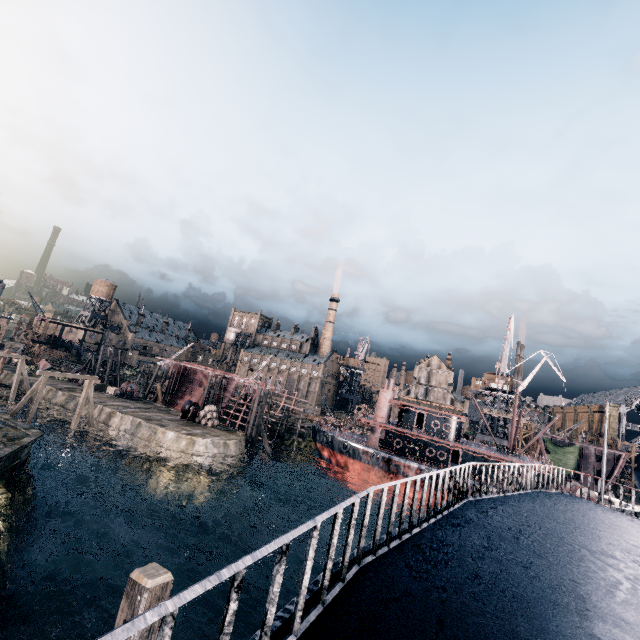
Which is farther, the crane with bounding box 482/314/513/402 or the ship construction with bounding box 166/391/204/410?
the ship construction with bounding box 166/391/204/410

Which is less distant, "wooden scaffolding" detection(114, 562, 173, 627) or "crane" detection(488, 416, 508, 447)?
"wooden scaffolding" detection(114, 562, 173, 627)

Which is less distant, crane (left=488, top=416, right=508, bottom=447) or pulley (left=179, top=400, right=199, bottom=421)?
pulley (left=179, top=400, right=199, bottom=421)

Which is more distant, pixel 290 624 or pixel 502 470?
pixel 502 470

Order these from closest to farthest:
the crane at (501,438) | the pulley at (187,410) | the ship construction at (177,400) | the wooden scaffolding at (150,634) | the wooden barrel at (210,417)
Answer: the wooden scaffolding at (150,634)
the wooden barrel at (210,417)
the pulley at (187,410)
the crane at (501,438)
the ship construction at (177,400)

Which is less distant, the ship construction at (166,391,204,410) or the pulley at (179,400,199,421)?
the pulley at (179,400,199,421)

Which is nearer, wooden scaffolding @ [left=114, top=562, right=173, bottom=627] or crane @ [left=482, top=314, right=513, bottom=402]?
wooden scaffolding @ [left=114, top=562, right=173, bottom=627]

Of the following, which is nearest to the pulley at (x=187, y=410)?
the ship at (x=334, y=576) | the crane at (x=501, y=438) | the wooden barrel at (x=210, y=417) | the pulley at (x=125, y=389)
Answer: the wooden barrel at (x=210, y=417)
